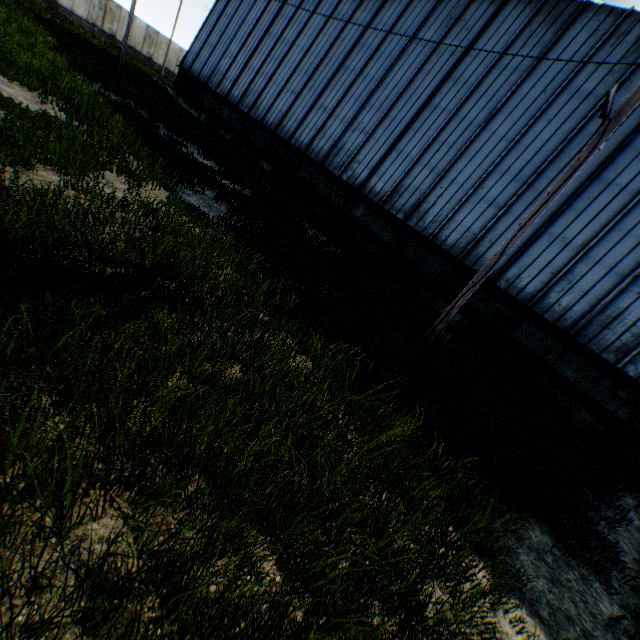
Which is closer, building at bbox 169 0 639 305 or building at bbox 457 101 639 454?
building at bbox 457 101 639 454

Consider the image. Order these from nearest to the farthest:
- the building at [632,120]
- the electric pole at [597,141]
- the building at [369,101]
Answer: the electric pole at [597,141], the building at [632,120], the building at [369,101]

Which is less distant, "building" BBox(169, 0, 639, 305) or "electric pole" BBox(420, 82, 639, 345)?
"electric pole" BBox(420, 82, 639, 345)

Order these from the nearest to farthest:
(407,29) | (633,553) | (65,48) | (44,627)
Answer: (44,627) → (633,553) → (407,29) → (65,48)

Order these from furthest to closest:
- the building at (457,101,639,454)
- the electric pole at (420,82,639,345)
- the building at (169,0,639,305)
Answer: the building at (169,0,639,305)
the building at (457,101,639,454)
the electric pole at (420,82,639,345)

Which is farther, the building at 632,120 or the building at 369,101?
the building at 369,101
